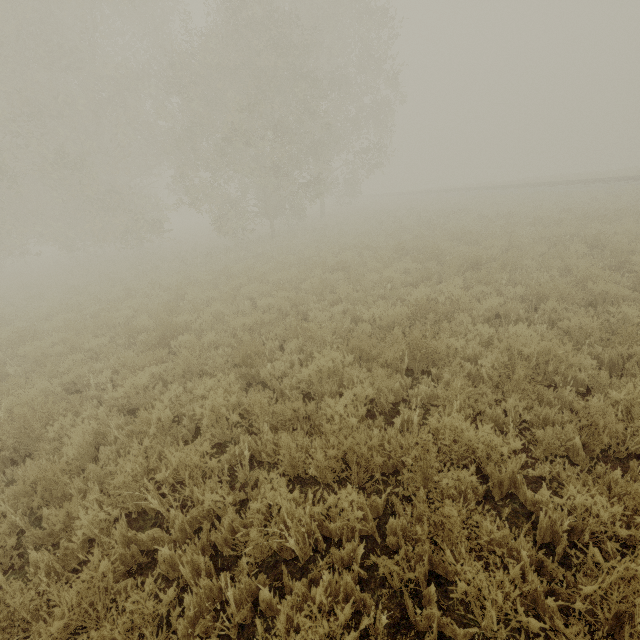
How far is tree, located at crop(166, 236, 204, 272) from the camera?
15.72m

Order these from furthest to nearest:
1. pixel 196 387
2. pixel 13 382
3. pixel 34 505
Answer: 1. pixel 13 382
2. pixel 196 387
3. pixel 34 505

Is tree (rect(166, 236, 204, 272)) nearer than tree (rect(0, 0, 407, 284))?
No

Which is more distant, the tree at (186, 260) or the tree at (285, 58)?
the tree at (186, 260)

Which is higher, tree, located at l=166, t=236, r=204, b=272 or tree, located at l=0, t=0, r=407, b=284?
tree, located at l=0, t=0, r=407, b=284

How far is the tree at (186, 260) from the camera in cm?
1572
